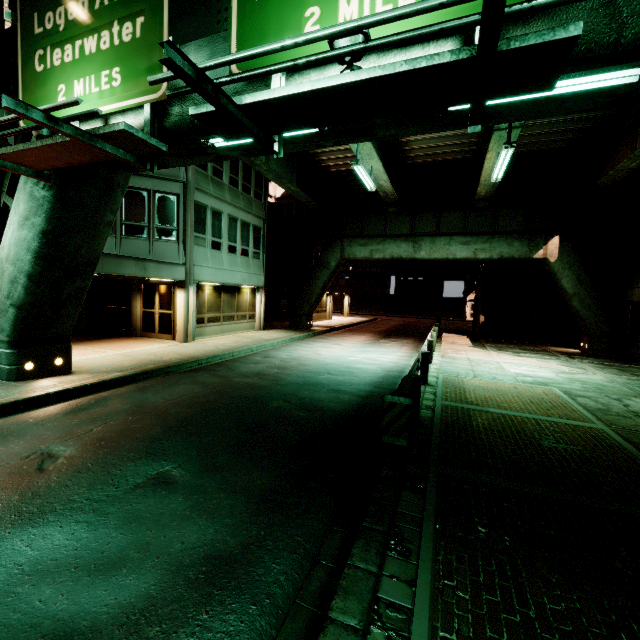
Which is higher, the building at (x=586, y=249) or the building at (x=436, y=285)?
the building at (x=586, y=249)

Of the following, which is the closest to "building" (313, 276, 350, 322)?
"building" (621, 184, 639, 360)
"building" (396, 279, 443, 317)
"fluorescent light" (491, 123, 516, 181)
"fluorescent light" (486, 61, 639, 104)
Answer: "building" (396, 279, 443, 317)

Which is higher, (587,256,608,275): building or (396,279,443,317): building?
(587,256,608,275): building

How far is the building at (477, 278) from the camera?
21.9 meters

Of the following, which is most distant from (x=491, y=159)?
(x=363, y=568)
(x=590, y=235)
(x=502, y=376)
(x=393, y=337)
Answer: (x=363, y=568)

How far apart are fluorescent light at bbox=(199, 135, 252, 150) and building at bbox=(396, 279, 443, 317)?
48.9m

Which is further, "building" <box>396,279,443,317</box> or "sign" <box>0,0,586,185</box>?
"building" <box>396,279,443,317</box>
